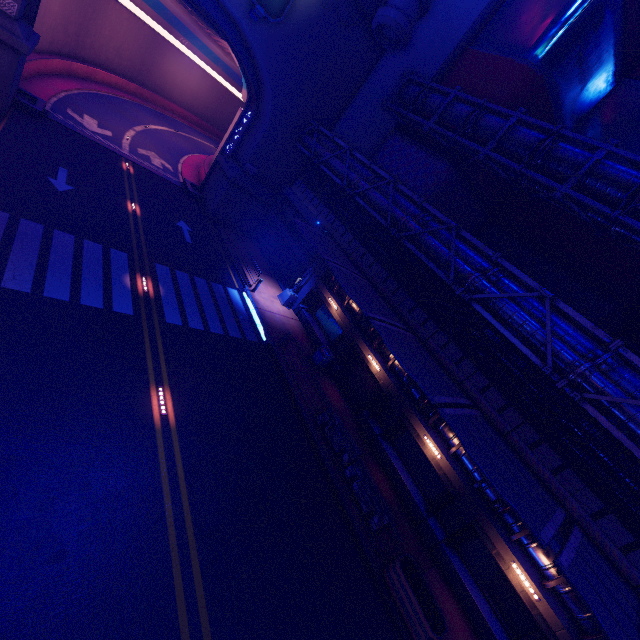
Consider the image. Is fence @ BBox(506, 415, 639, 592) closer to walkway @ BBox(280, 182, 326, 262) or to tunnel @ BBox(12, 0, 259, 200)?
walkway @ BBox(280, 182, 326, 262)

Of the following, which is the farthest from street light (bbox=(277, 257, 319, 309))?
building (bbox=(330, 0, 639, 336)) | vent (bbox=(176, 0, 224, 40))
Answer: vent (bbox=(176, 0, 224, 40))

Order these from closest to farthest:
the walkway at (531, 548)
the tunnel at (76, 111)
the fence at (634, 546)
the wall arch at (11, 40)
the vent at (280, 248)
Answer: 1. the fence at (634, 546)
2. the walkway at (531, 548)
3. the wall arch at (11, 40)
4. the tunnel at (76, 111)
5. the vent at (280, 248)

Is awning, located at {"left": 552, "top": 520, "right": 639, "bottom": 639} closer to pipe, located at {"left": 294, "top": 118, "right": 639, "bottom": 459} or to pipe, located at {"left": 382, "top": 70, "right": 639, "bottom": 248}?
pipe, located at {"left": 294, "top": 118, "right": 639, "bottom": 459}

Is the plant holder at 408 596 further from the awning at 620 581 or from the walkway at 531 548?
the awning at 620 581

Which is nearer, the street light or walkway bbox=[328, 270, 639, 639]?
walkway bbox=[328, 270, 639, 639]

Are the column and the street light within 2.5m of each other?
yes

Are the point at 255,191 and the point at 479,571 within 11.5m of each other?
no
